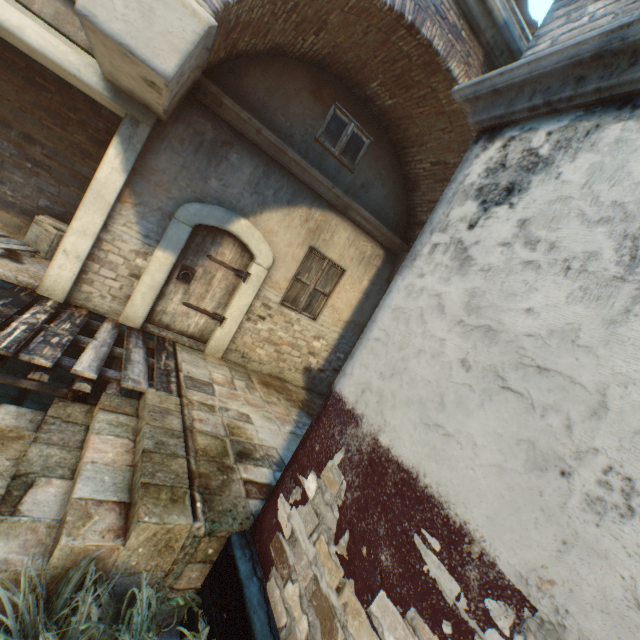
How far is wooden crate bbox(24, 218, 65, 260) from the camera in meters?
5.8 m

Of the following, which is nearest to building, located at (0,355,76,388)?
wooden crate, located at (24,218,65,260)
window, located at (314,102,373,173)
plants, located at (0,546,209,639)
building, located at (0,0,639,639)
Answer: window, located at (314,102,373,173)

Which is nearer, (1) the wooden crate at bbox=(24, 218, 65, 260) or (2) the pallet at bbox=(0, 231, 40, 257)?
(2) the pallet at bbox=(0, 231, 40, 257)

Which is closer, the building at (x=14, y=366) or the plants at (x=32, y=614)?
the plants at (x=32, y=614)

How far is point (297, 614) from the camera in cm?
201

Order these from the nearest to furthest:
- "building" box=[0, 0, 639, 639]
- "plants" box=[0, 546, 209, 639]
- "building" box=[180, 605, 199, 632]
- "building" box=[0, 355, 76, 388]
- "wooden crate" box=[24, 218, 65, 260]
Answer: "building" box=[0, 0, 639, 639]
"plants" box=[0, 546, 209, 639]
"building" box=[180, 605, 199, 632]
"building" box=[0, 355, 76, 388]
"wooden crate" box=[24, 218, 65, 260]

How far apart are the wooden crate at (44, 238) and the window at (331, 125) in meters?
4.8 m

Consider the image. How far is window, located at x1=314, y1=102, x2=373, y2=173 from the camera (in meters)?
5.86
